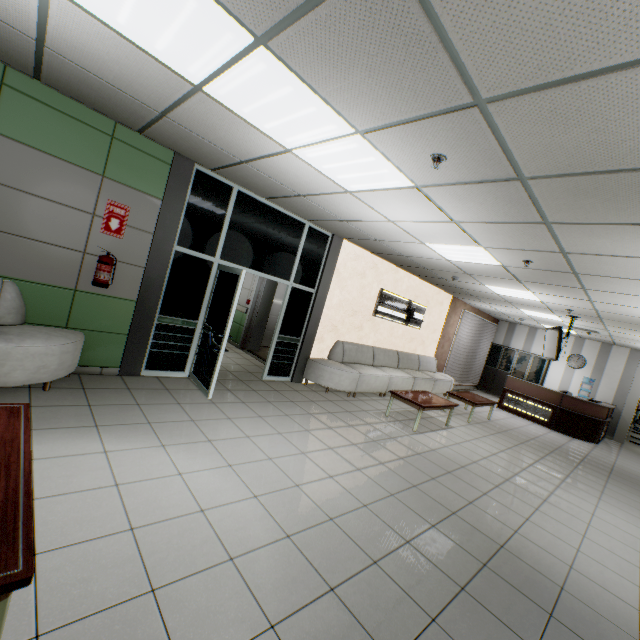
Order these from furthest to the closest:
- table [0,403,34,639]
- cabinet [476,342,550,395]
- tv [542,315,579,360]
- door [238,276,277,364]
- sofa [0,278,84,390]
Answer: cabinet [476,342,550,395]
door [238,276,277,364]
tv [542,315,579,360]
sofa [0,278,84,390]
table [0,403,34,639]

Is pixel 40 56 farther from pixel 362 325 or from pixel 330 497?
pixel 362 325

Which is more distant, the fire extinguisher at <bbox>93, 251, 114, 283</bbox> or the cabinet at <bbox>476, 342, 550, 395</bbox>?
the cabinet at <bbox>476, 342, 550, 395</bbox>

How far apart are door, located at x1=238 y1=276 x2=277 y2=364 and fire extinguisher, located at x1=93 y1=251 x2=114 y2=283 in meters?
3.8

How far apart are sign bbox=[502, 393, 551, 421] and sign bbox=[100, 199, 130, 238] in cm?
1172

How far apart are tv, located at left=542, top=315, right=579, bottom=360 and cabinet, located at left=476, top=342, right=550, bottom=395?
4.35m

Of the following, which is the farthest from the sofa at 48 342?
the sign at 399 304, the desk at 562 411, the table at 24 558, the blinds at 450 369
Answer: the desk at 562 411

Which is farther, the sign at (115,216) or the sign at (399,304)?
the sign at (399,304)
